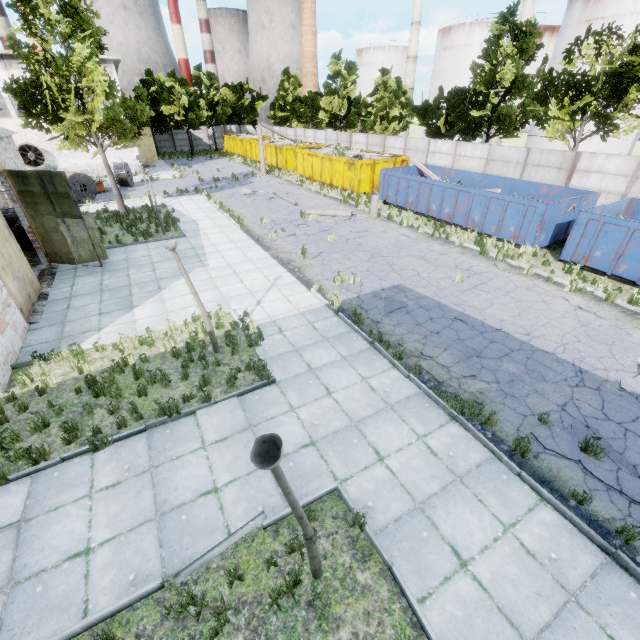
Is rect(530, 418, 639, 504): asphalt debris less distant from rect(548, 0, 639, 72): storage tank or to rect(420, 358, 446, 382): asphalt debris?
rect(420, 358, 446, 382): asphalt debris

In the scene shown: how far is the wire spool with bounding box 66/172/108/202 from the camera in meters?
23.4 m

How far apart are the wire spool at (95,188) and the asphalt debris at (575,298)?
30.6 meters

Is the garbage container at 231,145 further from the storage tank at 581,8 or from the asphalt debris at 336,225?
the storage tank at 581,8

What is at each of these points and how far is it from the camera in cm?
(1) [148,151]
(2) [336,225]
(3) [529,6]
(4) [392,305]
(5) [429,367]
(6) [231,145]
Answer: (1) door, 4016
(2) asphalt debris, 1908
(3) chimney, 4306
(4) asphalt debris, 1111
(5) asphalt debris, 848
(6) garbage container, 5038

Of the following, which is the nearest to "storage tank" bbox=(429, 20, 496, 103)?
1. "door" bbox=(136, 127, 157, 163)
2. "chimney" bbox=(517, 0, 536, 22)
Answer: "chimney" bbox=(517, 0, 536, 22)

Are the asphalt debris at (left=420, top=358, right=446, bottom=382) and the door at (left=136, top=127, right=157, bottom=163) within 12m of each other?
no

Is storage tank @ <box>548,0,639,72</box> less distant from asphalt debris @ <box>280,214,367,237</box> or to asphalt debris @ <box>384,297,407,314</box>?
asphalt debris @ <box>280,214,367,237</box>
